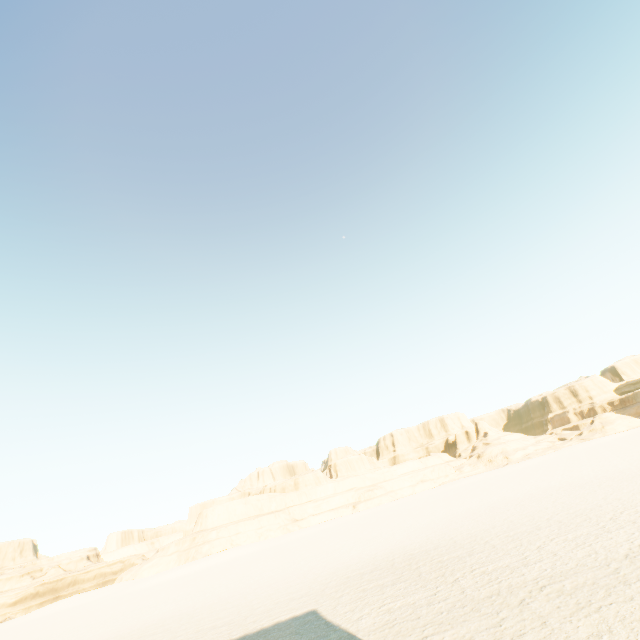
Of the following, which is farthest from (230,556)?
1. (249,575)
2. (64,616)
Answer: (249,575)
